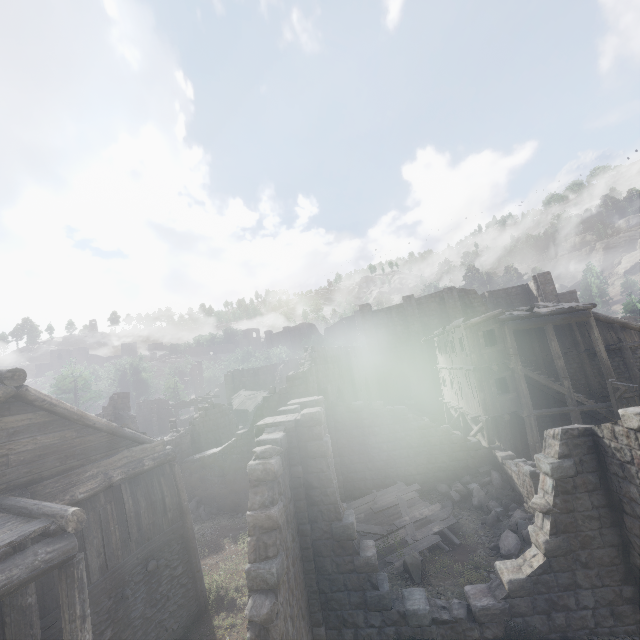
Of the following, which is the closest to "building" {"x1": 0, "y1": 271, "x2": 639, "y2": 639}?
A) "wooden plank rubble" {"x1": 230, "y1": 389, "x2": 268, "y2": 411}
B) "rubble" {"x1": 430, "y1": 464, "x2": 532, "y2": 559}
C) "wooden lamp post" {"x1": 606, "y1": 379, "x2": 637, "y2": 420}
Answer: "rubble" {"x1": 430, "y1": 464, "x2": 532, "y2": 559}

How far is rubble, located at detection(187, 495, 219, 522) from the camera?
18.3m

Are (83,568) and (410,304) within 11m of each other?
no

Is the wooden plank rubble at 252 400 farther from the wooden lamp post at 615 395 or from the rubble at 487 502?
the wooden lamp post at 615 395

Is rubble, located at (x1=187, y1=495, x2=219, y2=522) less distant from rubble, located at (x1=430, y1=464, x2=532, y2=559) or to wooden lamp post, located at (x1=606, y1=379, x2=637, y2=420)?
rubble, located at (x1=430, y1=464, x2=532, y2=559)

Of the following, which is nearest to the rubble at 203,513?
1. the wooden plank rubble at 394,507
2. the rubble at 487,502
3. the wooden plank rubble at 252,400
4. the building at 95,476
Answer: the building at 95,476

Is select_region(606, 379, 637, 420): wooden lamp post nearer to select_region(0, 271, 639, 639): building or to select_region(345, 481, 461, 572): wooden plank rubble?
select_region(0, 271, 639, 639): building

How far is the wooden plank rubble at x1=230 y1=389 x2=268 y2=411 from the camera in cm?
3485
